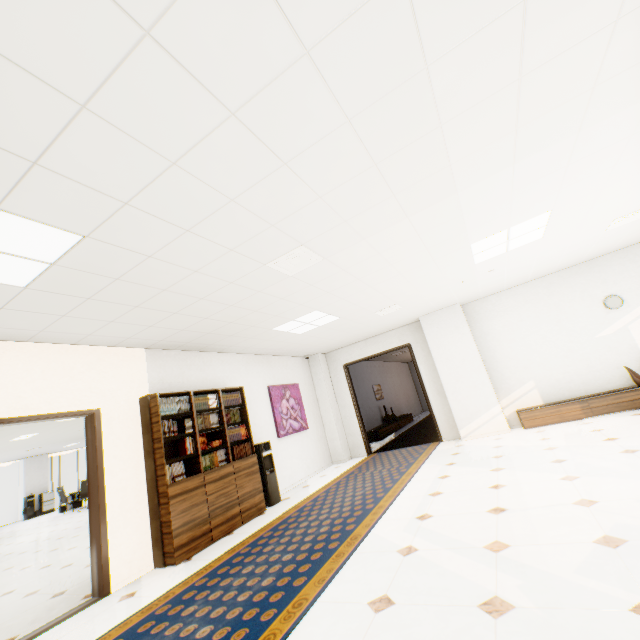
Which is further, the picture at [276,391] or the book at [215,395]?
the picture at [276,391]

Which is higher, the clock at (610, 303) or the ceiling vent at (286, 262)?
the ceiling vent at (286, 262)

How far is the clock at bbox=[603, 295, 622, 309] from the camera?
6.5 meters

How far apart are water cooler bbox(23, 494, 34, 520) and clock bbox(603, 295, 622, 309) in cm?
2464

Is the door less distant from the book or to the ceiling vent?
the book

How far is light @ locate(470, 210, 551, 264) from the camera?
4.2m

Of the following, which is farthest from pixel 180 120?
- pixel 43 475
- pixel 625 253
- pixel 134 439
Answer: pixel 43 475

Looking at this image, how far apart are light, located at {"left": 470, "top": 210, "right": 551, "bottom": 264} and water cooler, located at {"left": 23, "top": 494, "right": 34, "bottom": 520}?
22.8 meters
